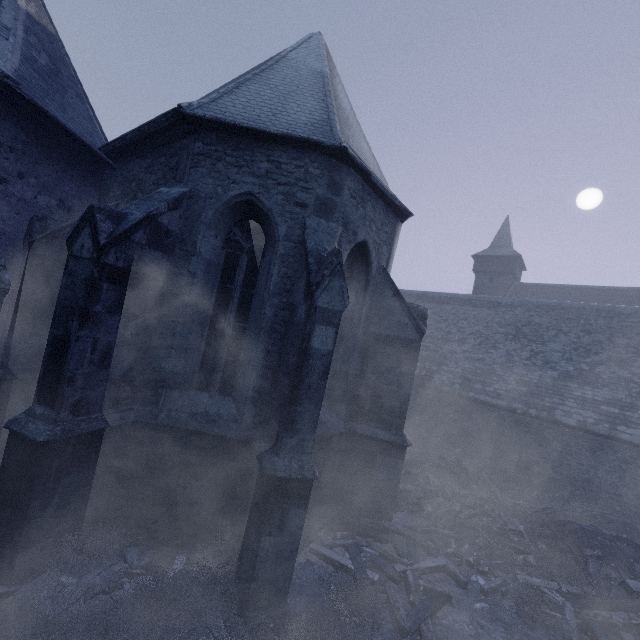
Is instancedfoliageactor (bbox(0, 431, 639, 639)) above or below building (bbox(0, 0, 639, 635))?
below

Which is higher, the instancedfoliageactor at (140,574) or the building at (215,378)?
the building at (215,378)

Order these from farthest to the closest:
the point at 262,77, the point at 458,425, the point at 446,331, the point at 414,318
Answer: the point at 446,331, the point at 458,425, the point at 414,318, the point at 262,77
